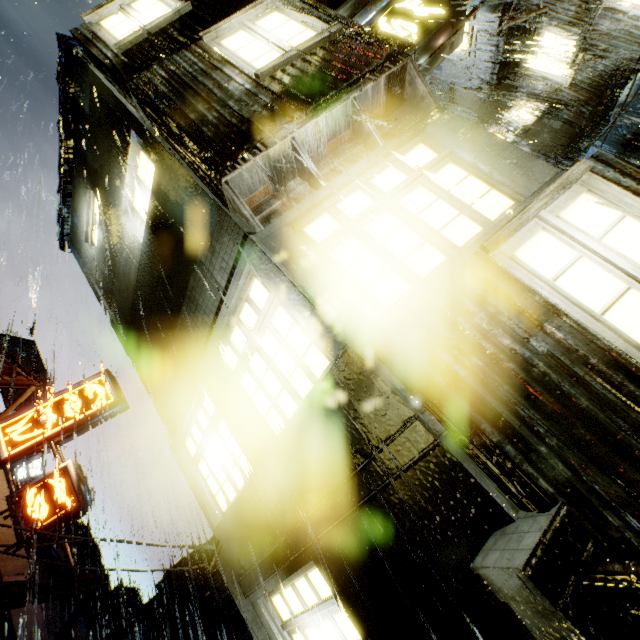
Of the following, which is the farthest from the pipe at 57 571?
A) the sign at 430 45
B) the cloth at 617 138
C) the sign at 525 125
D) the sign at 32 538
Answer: the cloth at 617 138

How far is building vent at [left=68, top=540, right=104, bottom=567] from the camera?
32.7 meters

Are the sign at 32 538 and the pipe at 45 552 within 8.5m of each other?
yes

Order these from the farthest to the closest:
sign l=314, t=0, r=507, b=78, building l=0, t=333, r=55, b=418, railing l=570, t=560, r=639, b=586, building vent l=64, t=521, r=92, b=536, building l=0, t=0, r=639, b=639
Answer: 1. building vent l=64, t=521, r=92, b=536
2. building l=0, t=333, r=55, b=418
3. sign l=314, t=0, r=507, b=78
4. building l=0, t=0, r=639, b=639
5. railing l=570, t=560, r=639, b=586

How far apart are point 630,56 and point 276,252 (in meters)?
16.55

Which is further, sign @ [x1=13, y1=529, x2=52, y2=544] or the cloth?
the cloth

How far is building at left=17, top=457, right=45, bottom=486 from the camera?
43.22m

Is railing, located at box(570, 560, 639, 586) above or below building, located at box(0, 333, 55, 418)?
below
